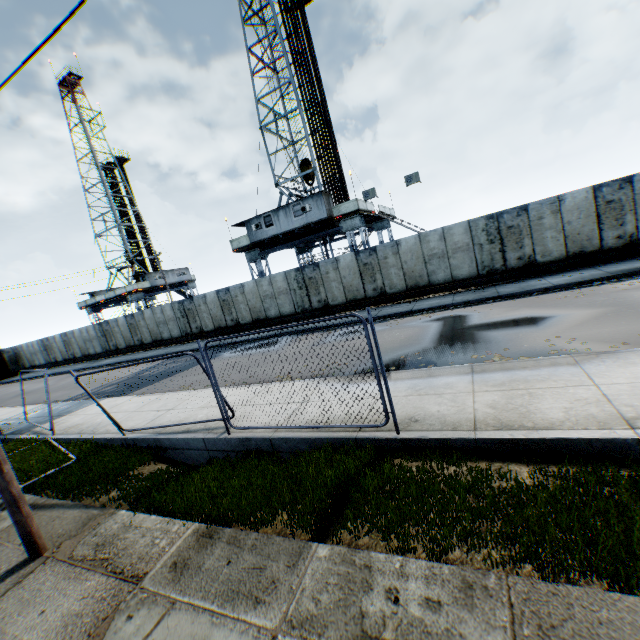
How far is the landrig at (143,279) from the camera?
41.6m

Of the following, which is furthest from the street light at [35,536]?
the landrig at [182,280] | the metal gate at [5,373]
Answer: the metal gate at [5,373]

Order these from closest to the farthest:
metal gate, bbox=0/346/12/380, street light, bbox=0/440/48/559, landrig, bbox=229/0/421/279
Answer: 1. street light, bbox=0/440/48/559
2. landrig, bbox=229/0/421/279
3. metal gate, bbox=0/346/12/380

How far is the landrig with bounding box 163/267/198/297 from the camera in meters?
44.0

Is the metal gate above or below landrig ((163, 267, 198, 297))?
below

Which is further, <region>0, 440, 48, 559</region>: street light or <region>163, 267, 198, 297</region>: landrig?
<region>163, 267, 198, 297</region>: landrig

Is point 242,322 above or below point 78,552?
above

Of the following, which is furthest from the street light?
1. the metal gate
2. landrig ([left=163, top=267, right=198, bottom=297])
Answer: the metal gate
